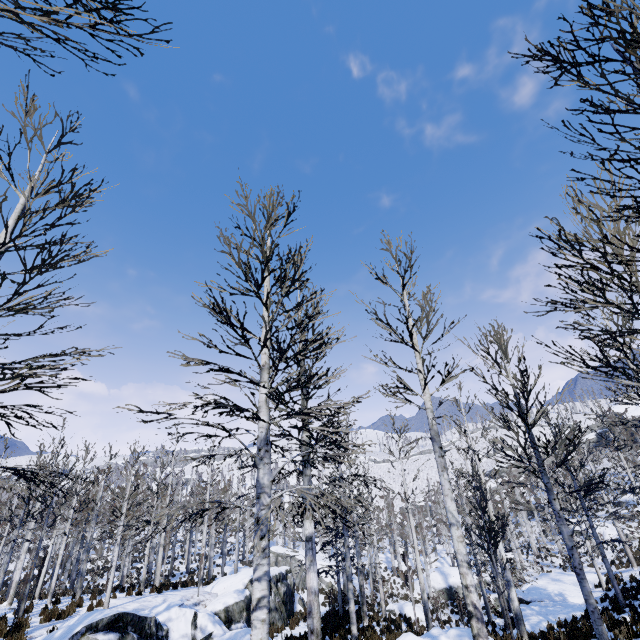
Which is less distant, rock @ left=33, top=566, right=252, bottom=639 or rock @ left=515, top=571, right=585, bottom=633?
rock @ left=33, top=566, right=252, bottom=639

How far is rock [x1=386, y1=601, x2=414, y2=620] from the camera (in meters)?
22.52

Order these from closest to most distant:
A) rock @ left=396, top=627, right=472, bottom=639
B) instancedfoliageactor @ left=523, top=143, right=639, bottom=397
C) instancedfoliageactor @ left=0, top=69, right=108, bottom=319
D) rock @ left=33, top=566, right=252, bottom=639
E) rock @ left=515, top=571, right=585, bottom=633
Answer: instancedfoliageactor @ left=523, top=143, right=639, bottom=397 → instancedfoliageactor @ left=0, top=69, right=108, bottom=319 → rock @ left=396, top=627, right=472, bottom=639 → rock @ left=33, top=566, right=252, bottom=639 → rock @ left=515, top=571, right=585, bottom=633

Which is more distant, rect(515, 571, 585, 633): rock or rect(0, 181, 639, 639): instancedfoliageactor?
rect(515, 571, 585, 633): rock

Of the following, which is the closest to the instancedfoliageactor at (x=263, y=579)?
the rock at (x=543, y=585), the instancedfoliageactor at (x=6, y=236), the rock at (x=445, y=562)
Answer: the rock at (x=543, y=585)

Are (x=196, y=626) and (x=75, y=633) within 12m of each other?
yes

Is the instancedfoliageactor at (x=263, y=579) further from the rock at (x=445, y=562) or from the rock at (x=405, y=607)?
the rock at (x=445, y=562)

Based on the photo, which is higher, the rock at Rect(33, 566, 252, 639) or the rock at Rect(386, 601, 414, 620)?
the rock at Rect(33, 566, 252, 639)
